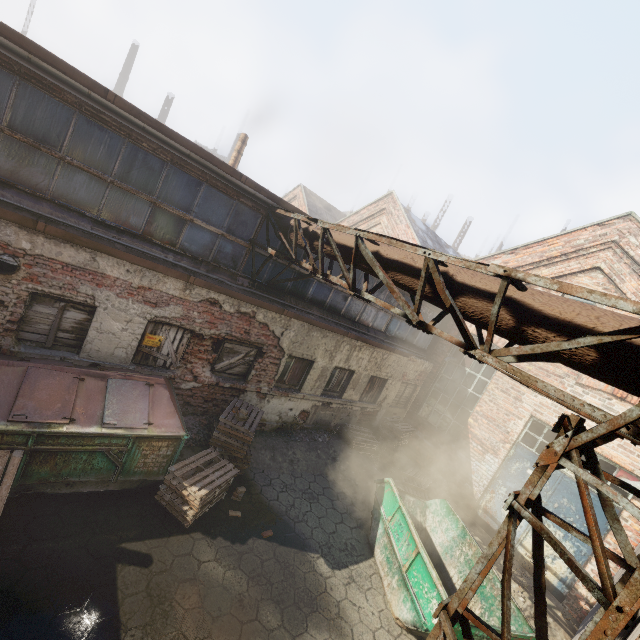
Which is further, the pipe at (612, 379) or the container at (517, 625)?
the container at (517, 625)

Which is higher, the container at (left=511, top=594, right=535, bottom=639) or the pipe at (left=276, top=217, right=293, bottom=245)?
the pipe at (left=276, top=217, right=293, bottom=245)

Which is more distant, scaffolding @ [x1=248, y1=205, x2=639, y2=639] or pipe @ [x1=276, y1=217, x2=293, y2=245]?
pipe @ [x1=276, y1=217, x2=293, y2=245]

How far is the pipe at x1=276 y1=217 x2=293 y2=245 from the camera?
7.32m

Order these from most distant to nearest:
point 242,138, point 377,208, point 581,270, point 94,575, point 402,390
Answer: point 377,208
point 242,138
point 402,390
point 581,270
point 94,575

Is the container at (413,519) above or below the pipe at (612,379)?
below

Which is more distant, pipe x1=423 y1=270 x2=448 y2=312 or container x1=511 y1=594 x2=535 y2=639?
container x1=511 y1=594 x2=535 y2=639
